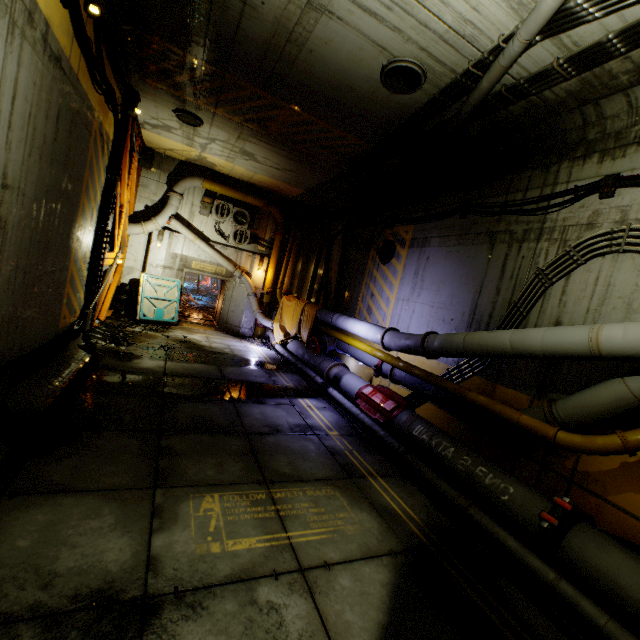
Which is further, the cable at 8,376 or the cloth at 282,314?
the cloth at 282,314

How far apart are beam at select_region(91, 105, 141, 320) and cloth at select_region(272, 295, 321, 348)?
6.4 meters

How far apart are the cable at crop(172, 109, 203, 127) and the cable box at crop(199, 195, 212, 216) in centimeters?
435cm

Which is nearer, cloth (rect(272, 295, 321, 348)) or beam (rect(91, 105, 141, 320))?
beam (rect(91, 105, 141, 320))

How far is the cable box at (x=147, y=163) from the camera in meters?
13.2

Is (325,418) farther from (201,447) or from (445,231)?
(445,231)

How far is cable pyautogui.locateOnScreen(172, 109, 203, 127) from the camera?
9.28m

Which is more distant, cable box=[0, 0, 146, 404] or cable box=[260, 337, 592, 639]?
cable box=[0, 0, 146, 404]
